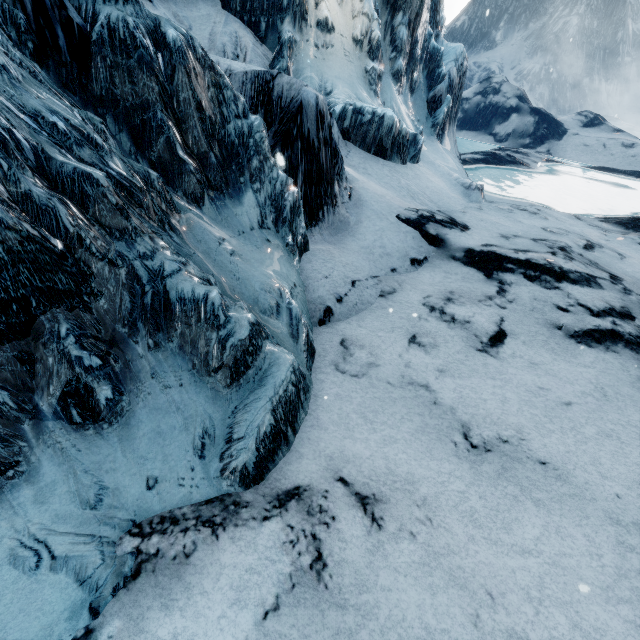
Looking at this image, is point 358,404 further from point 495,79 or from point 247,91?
point 495,79
